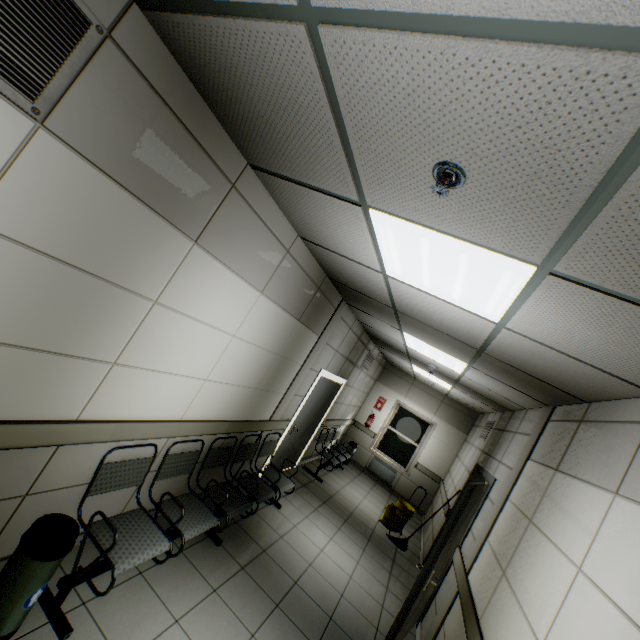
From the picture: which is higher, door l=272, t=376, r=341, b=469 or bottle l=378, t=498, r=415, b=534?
door l=272, t=376, r=341, b=469

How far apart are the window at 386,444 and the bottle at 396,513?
2.4m

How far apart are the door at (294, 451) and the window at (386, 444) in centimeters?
387cm

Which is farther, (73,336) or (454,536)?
(454,536)

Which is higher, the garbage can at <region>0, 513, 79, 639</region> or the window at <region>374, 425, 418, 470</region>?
the window at <region>374, 425, 418, 470</region>

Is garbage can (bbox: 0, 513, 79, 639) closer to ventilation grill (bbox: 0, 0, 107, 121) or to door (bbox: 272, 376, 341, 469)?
ventilation grill (bbox: 0, 0, 107, 121)

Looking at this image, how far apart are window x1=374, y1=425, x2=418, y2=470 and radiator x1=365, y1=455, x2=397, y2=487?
0.1m

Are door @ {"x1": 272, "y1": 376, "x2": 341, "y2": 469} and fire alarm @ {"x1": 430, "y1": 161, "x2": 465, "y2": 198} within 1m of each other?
no
